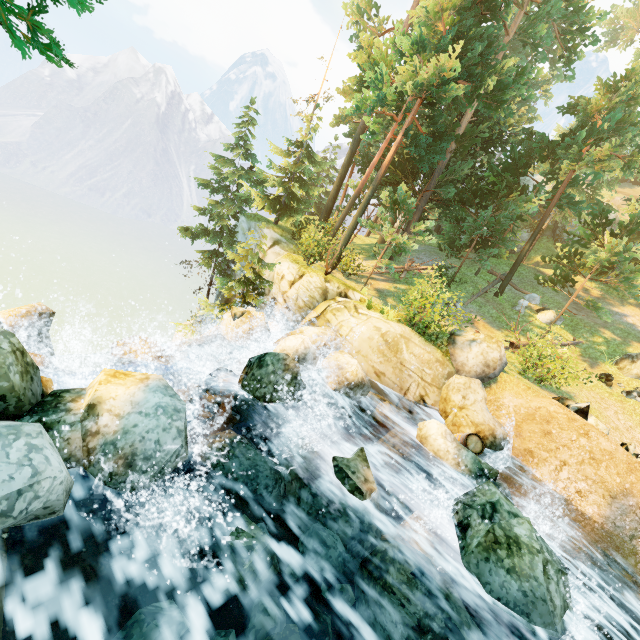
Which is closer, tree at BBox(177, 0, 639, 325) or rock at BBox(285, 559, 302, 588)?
rock at BBox(285, 559, 302, 588)

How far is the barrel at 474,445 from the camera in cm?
931

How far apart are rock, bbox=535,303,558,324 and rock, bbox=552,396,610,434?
11.3m

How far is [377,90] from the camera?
15.98m

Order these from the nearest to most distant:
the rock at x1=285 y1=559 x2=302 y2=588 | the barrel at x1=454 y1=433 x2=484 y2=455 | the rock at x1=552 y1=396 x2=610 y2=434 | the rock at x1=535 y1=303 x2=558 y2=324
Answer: the rock at x1=285 y1=559 x2=302 y2=588 < the barrel at x1=454 y1=433 x2=484 y2=455 < the rock at x1=552 y1=396 x2=610 y2=434 < the rock at x1=535 y1=303 x2=558 y2=324

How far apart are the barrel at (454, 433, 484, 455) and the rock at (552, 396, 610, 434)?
3.39m

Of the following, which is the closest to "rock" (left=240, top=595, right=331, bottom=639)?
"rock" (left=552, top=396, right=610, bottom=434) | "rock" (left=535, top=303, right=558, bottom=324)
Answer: "rock" (left=552, top=396, right=610, bottom=434)

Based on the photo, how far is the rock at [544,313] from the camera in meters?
20.1 m
